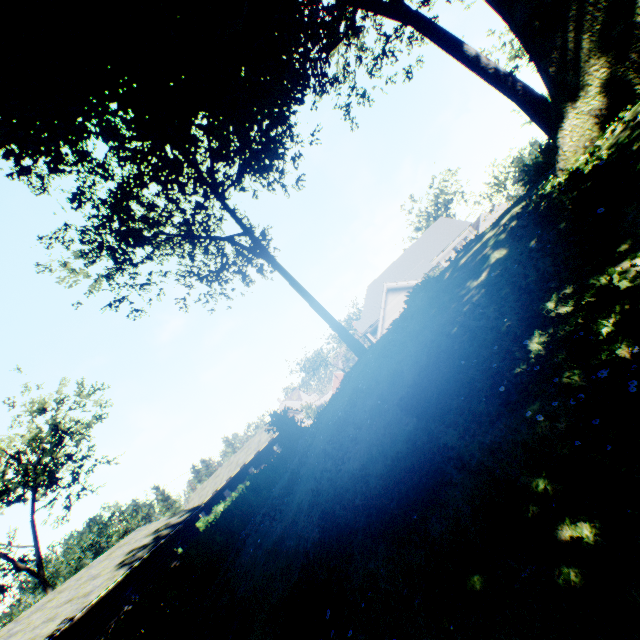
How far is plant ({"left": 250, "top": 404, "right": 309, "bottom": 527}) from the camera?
10.21m

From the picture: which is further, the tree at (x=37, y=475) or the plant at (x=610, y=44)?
A: the tree at (x=37, y=475)

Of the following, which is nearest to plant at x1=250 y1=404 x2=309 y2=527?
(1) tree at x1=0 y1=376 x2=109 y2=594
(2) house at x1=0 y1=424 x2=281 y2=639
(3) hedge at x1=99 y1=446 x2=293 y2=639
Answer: (3) hedge at x1=99 y1=446 x2=293 y2=639

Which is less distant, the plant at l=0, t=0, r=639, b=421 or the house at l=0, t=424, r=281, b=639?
the plant at l=0, t=0, r=639, b=421

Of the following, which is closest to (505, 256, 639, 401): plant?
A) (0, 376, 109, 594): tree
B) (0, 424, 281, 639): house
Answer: (0, 424, 281, 639): house

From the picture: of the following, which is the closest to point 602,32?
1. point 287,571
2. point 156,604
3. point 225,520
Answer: point 287,571

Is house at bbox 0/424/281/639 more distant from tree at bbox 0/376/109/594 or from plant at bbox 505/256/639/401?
plant at bbox 505/256/639/401

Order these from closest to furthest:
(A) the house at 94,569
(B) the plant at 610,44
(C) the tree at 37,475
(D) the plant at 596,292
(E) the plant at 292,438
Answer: (D) the plant at 596,292 < (B) the plant at 610,44 < (E) the plant at 292,438 < (A) the house at 94,569 < (C) the tree at 37,475
